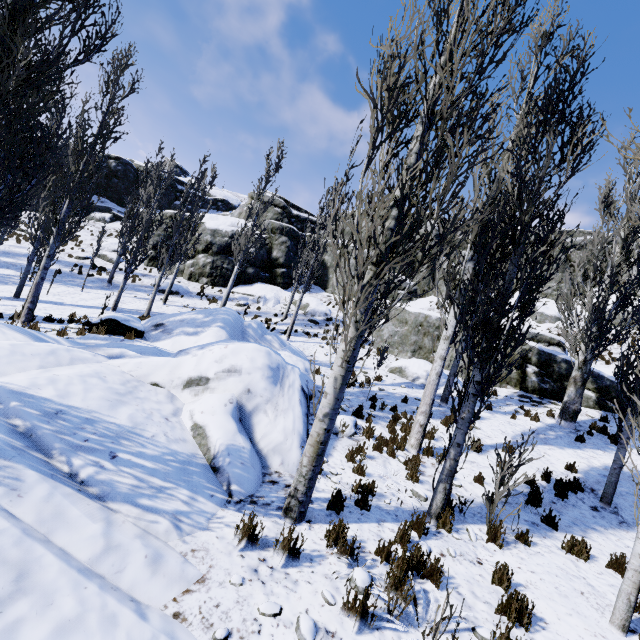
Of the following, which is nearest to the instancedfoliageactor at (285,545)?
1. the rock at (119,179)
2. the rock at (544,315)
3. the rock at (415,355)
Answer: the rock at (119,179)

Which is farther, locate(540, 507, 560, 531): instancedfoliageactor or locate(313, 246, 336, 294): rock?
locate(313, 246, 336, 294): rock

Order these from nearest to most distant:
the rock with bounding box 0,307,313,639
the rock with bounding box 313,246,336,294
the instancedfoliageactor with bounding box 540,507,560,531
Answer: the rock with bounding box 0,307,313,639
the instancedfoliageactor with bounding box 540,507,560,531
the rock with bounding box 313,246,336,294

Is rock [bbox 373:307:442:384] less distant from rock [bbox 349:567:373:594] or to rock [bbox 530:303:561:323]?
rock [bbox 349:567:373:594]

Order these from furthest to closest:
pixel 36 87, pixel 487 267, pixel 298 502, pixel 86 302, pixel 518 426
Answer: pixel 86 302 < pixel 518 426 < pixel 36 87 < pixel 487 267 < pixel 298 502

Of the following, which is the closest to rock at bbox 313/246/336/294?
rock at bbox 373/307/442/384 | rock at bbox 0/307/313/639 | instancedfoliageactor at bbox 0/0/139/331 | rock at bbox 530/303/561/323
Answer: instancedfoliageactor at bbox 0/0/139/331

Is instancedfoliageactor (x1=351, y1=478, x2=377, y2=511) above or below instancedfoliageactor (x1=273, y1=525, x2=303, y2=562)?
above

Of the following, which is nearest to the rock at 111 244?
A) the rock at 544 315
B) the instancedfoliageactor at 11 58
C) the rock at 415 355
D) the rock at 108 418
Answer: the instancedfoliageactor at 11 58
